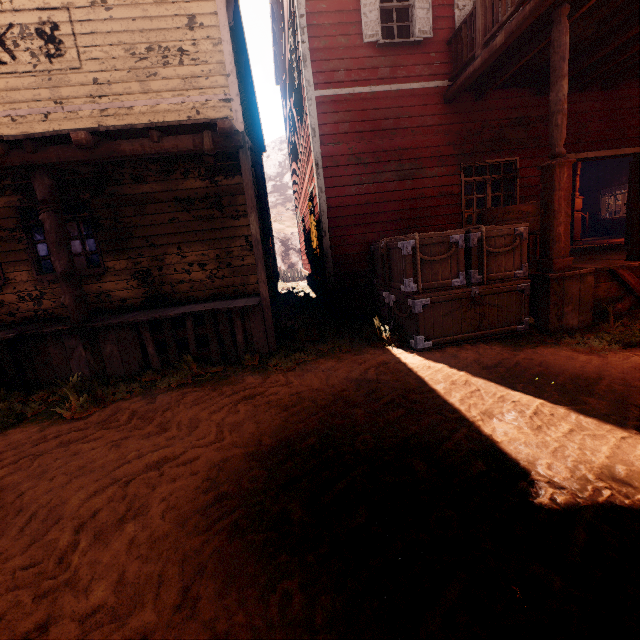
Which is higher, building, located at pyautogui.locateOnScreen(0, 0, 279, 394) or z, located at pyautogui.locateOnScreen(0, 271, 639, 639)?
building, located at pyautogui.locateOnScreen(0, 0, 279, 394)

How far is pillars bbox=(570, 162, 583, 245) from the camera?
11.2m

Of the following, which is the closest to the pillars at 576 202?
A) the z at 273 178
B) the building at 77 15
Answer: the building at 77 15

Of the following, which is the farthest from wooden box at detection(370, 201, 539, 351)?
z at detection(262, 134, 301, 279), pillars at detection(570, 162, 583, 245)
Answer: pillars at detection(570, 162, 583, 245)

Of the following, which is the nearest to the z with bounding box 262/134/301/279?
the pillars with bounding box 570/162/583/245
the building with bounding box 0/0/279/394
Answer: the building with bounding box 0/0/279/394

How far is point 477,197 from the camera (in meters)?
18.67

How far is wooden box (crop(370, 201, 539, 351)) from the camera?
4.98m

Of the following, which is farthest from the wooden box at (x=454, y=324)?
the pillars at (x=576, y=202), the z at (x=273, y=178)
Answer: the pillars at (x=576, y=202)
